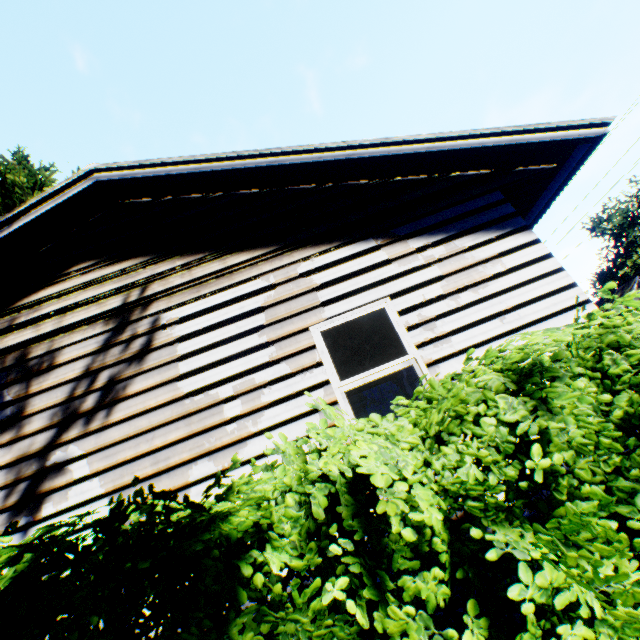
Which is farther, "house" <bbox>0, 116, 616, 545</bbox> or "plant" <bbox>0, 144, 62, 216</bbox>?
"plant" <bbox>0, 144, 62, 216</bbox>

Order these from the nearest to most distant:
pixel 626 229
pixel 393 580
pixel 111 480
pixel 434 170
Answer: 1. pixel 393 580
2. pixel 111 480
3. pixel 434 170
4. pixel 626 229

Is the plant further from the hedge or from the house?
the hedge

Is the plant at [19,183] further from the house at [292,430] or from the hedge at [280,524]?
the hedge at [280,524]

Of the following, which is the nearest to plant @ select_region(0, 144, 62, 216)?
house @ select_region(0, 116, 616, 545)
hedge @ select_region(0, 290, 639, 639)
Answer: house @ select_region(0, 116, 616, 545)

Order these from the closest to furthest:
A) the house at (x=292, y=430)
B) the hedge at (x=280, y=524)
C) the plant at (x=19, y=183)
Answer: the hedge at (x=280, y=524)
the house at (x=292, y=430)
the plant at (x=19, y=183)

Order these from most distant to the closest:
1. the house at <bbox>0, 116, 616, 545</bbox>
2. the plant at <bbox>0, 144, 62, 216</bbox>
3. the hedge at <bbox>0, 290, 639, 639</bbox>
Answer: the plant at <bbox>0, 144, 62, 216</bbox>
the house at <bbox>0, 116, 616, 545</bbox>
the hedge at <bbox>0, 290, 639, 639</bbox>
